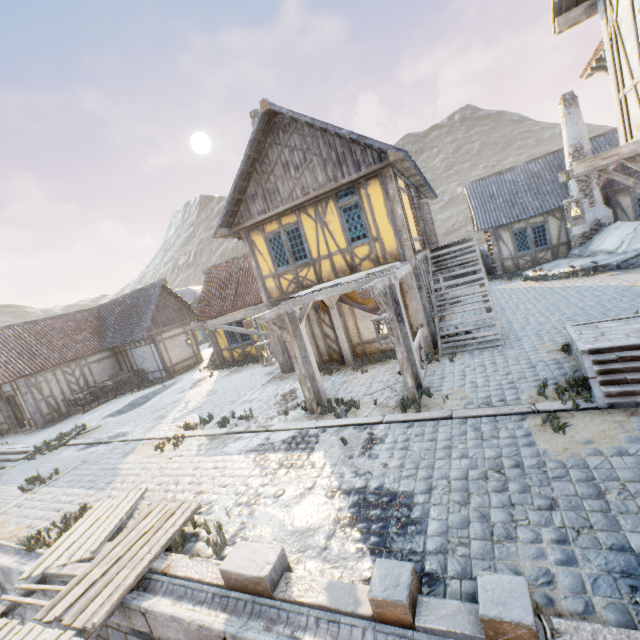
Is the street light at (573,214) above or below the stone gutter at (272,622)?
above

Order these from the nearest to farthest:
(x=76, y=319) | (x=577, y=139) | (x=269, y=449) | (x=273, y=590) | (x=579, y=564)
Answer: (x=579, y=564), (x=273, y=590), (x=269, y=449), (x=577, y=139), (x=76, y=319)

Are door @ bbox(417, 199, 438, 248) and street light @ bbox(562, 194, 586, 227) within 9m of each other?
yes

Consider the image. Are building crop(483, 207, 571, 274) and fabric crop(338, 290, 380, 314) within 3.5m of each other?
no

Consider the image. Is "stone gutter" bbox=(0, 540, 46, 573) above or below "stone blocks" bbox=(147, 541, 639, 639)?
below

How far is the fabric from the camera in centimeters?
1075cm

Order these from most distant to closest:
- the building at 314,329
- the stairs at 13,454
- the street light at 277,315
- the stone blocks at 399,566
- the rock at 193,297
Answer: the rock at 193,297 < the stairs at 13,454 < the building at 314,329 < the street light at 277,315 < the stone blocks at 399,566

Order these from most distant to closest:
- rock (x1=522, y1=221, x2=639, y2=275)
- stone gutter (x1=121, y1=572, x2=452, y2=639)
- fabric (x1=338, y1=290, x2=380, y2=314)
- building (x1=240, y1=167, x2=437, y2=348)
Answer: rock (x1=522, y1=221, x2=639, y2=275) < fabric (x1=338, y1=290, x2=380, y2=314) < building (x1=240, y1=167, x2=437, y2=348) < stone gutter (x1=121, y1=572, x2=452, y2=639)
